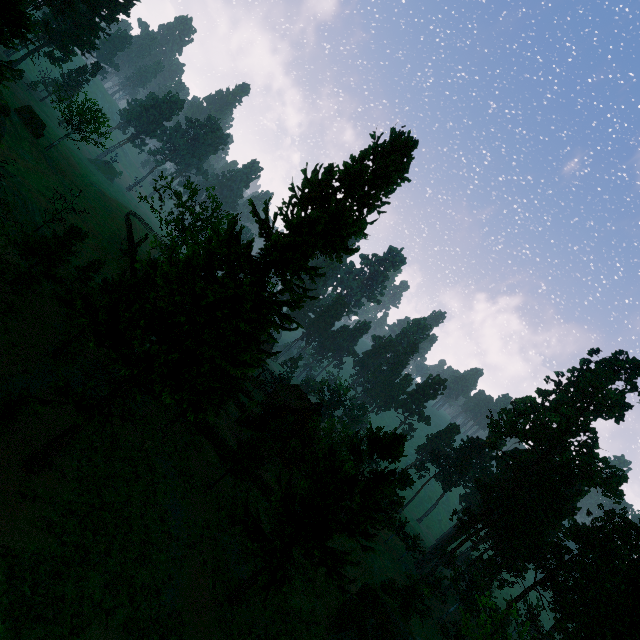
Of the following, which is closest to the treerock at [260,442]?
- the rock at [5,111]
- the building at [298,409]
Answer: the building at [298,409]

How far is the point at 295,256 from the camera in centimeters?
1380cm

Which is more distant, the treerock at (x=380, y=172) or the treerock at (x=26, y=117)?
the treerock at (x=26, y=117)

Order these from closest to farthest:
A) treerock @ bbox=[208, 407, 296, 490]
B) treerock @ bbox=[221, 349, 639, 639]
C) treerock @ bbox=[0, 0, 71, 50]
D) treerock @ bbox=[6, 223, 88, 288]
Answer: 1. treerock @ bbox=[0, 0, 71, 50]
2. treerock @ bbox=[221, 349, 639, 639]
3. treerock @ bbox=[6, 223, 88, 288]
4. treerock @ bbox=[208, 407, 296, 490]

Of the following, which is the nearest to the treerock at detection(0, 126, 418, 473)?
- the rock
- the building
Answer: the building

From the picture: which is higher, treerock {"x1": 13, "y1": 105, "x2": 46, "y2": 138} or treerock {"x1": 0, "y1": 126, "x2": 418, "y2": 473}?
treerock {"x1": 0, "y1": 126, "x2": 418, "y2": 473}
